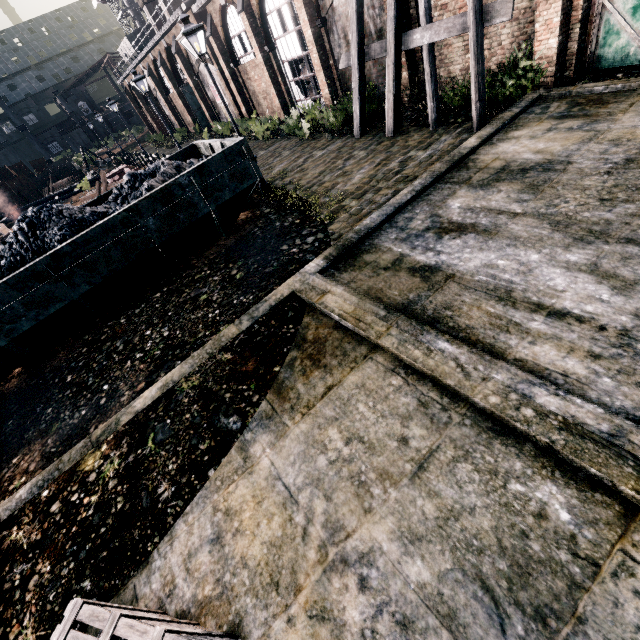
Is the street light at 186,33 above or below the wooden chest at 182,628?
above

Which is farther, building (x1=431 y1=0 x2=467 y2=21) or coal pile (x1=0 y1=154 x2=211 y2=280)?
building (x1=431 y1=0 x2=467 y2=21)

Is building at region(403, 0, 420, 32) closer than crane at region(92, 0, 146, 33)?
Yes

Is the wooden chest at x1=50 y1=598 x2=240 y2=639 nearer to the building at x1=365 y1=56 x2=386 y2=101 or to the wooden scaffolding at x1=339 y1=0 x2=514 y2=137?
the wooden scaffolding at x1=339 y1=0 x2=514 y2=137

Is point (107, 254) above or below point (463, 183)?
above

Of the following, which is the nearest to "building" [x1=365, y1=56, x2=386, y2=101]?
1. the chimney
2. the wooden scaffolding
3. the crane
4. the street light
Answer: the wooden scaffolding

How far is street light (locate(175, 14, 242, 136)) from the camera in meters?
9.8

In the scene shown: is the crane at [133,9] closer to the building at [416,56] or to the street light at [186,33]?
the building at [416,56]
